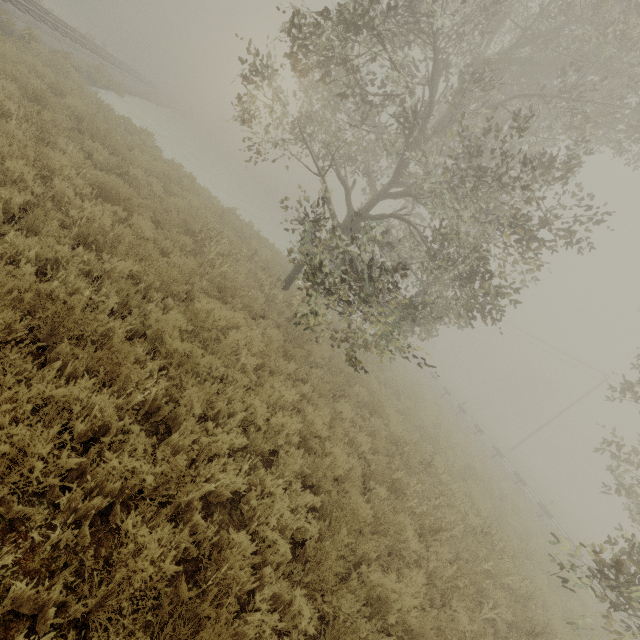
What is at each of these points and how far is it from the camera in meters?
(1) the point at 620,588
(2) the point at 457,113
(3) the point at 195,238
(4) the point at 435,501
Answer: (1) tree, 6.0
(2) tree, 11.2
(3) tree, 8.7
(4) tree, 7.1

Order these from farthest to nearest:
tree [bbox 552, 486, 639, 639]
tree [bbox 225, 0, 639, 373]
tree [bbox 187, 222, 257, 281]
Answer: tree [bbox 187, 222, 257, 281]
tree [bbox 225, 0, 639, 373]
tree [bbox 552, 486, 639, 639]

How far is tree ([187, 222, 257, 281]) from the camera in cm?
830

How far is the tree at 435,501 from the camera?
5.5m

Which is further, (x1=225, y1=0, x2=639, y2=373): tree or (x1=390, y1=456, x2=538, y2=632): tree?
(x1=225, y1=0, x2=639, y2=373): tree

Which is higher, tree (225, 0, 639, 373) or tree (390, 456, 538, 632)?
tree (225, 0, 639, 373)
